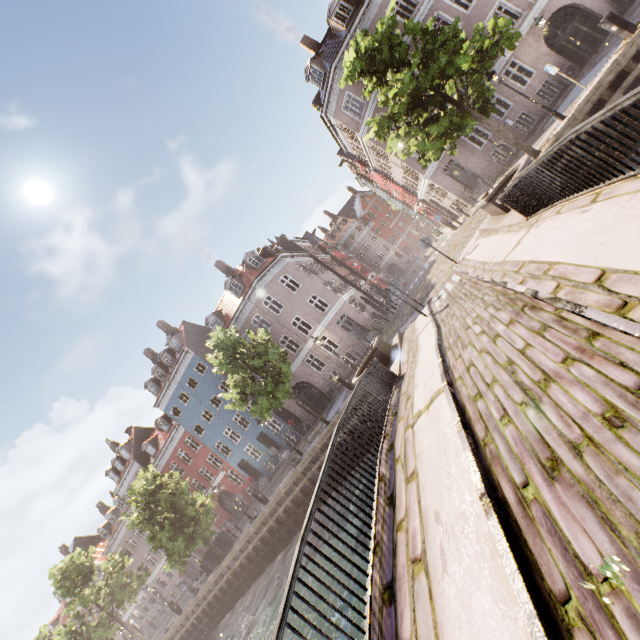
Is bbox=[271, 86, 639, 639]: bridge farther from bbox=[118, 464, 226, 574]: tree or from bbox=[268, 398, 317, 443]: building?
bbox=[268, 398, 317, 443]: building

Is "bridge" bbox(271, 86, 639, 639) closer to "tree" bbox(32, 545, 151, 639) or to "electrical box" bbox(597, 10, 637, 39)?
"tree" bbox(32, 545, 151, 639)

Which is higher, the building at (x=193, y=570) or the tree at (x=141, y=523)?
the tree at (x=141, y=523)

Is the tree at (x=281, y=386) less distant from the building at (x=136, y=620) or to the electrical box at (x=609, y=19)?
the electrical box at (x=609, y=19)

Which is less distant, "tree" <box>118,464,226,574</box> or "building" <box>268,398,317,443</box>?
"tree" <box>118,464,226,574</box>

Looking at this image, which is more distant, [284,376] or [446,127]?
[284,376]
